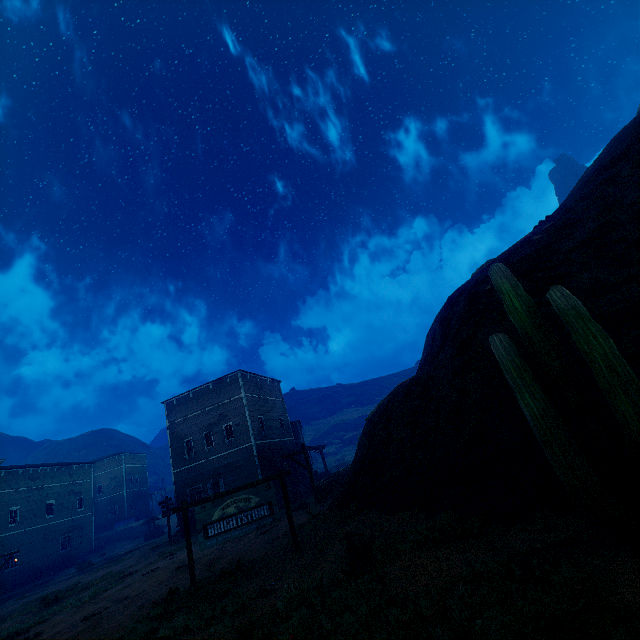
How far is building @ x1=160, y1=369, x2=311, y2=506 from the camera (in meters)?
25.41

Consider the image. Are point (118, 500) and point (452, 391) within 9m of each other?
no

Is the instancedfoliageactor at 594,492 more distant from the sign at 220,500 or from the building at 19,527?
the building at 19,527

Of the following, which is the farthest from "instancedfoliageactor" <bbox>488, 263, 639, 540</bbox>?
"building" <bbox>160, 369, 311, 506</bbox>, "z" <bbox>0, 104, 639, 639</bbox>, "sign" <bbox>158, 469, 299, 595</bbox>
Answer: "building" <bbox>160, 369, 311, 506</bbox>

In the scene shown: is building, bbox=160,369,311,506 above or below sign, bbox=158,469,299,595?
above

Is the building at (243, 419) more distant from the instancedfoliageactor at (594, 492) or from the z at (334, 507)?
the instancedfoliageactor at (594, 492)

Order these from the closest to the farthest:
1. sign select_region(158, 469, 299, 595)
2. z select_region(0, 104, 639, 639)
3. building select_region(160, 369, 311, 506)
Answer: z select_region(0, 104, 639, 639), sign select_region(158, 469, 299, 595), building select_region(160, 369, 311, 506)

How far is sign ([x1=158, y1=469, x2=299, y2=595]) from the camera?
9.1 meters
